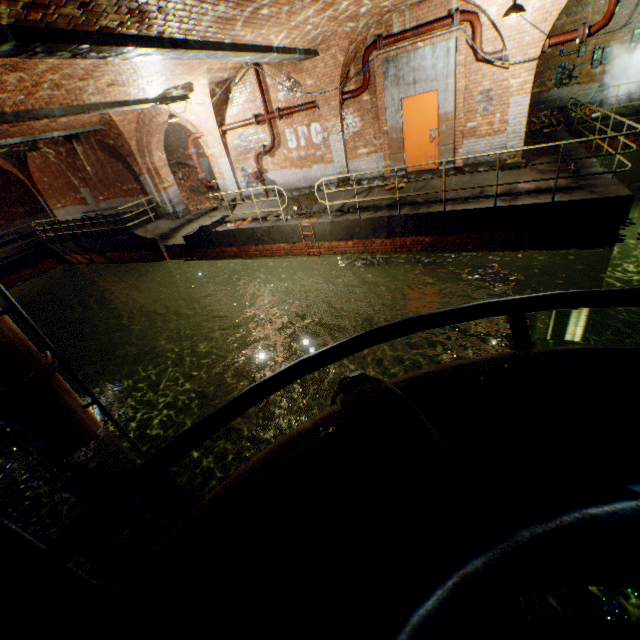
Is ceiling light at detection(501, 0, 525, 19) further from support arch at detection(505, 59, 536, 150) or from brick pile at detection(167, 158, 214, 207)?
brick pile at detection(167, 158, 214, 207)

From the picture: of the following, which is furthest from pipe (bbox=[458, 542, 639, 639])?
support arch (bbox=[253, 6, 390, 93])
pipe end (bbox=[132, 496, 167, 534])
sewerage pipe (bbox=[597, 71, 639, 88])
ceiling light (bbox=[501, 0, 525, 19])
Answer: sewerage pipe (bbox=[597, 71, 639, 88])

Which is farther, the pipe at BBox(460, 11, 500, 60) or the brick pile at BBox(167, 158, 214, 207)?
the brick pile at BBox(167, 158, 214, 207)

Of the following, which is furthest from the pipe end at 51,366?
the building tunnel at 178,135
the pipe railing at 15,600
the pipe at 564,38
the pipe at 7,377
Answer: the pipe at 564,38

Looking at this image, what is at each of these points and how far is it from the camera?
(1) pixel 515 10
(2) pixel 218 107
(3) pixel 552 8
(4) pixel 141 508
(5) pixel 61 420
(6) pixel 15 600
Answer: (1) ceiling light, 6.4m
(2) support arch, 11.8m
(3) support arch, 7.2m
(4) pipe, 7.2m
(5) pipe, 5.6m
(6) pipe railing, 1.0m

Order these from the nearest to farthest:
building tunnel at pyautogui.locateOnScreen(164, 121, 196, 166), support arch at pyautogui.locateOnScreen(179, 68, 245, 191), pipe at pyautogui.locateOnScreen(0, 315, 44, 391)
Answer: pipe at pyautogui.locateOnScreen(0, 315, 44, 391) → support arch at pyautogui.locateOnScreen(179, 68, 245, 191) → building tunnel at pyautogui.locateOnScreen(164, 121, 196, 166)

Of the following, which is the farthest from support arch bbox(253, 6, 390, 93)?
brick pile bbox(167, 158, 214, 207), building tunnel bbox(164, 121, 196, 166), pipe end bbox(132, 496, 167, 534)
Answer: pipe end bbox(132, 496, 167, 534)

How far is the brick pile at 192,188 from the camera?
18.7m
